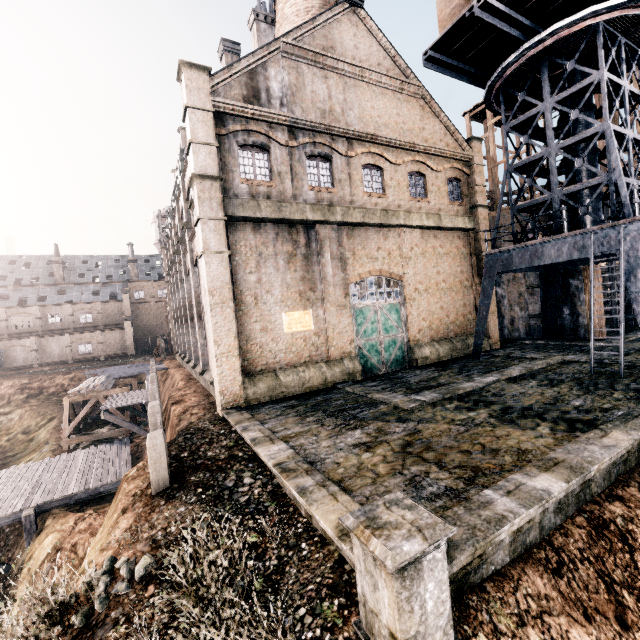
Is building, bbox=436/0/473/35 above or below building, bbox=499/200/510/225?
above

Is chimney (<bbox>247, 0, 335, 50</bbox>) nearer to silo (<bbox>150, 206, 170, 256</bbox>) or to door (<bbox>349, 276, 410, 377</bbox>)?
door (<bbox>349, 276, 410, 377</bbox>)

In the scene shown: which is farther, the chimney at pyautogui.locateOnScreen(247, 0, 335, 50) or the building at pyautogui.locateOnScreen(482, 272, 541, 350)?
the building at pyautogui.locateOnScreen(482, 272, 541, 350)

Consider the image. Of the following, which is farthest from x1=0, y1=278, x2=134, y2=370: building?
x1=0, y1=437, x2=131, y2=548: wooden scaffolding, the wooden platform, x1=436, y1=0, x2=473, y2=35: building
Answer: x1=436, y1=0, x2=473, y2=35: building

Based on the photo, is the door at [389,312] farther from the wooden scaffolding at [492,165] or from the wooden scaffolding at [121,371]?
the wooden scaffolding at [492,165]

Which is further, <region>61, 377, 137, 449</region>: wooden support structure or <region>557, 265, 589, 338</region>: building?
<region>61, 377, 137, 449</region>: wooden support structure

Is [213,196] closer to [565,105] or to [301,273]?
[301,273]

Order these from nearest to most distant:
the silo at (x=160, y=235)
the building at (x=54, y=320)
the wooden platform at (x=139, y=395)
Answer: the wooden platform at (x=139, y=395), the silo at (x=160, y=235), the building at (x=54, y=320)
